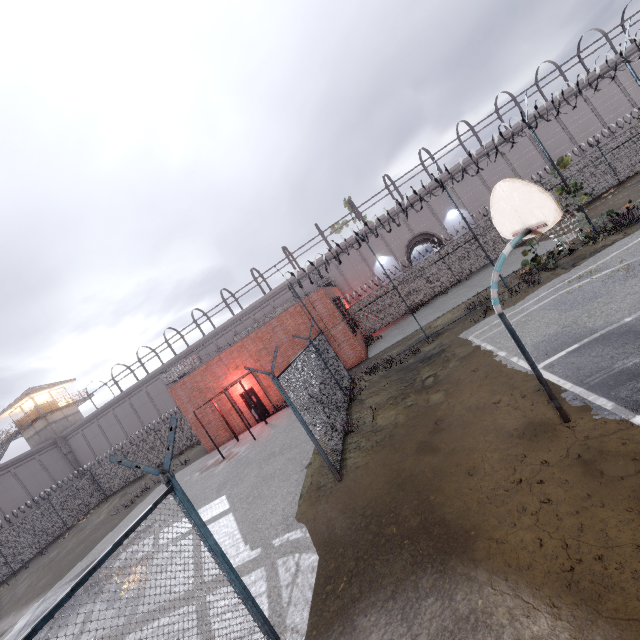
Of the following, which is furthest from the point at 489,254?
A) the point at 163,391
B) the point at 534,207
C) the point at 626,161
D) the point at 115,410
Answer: the point at 115,410

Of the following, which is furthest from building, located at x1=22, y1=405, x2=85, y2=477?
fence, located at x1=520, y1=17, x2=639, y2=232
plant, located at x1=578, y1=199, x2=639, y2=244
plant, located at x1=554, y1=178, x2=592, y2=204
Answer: plant, located at x1=578, y1=199, x2=639, y2=244

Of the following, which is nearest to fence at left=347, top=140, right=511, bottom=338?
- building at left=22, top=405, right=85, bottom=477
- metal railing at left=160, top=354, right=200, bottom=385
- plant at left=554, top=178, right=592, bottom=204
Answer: plant at left=554, top=178, right=592, bottom=204

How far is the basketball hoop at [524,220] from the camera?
4.2 meters

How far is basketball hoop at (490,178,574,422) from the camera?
4.2 meters

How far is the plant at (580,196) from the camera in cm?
1289

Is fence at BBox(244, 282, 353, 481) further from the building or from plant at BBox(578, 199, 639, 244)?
the building

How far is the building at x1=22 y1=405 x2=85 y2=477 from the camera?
37.0m
